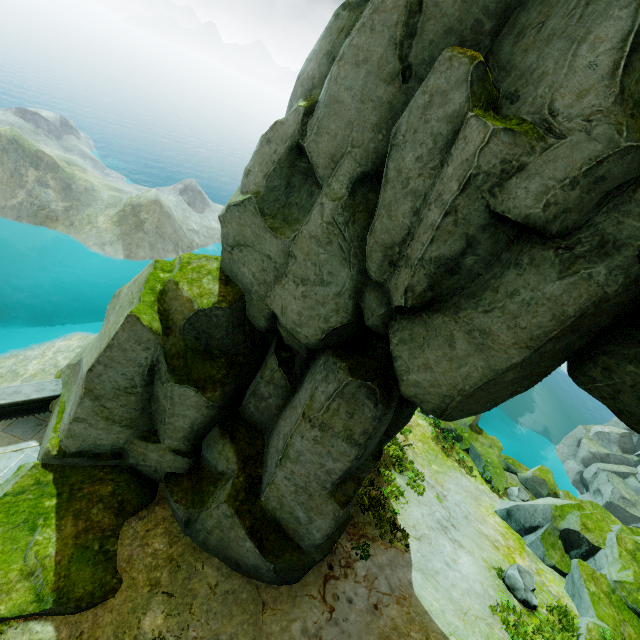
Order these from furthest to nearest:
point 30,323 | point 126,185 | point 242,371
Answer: point 126,185 → point 30,323 → point 242,371

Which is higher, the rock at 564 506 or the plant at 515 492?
the rock at 564 506

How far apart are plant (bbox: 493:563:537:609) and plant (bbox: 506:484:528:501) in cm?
982

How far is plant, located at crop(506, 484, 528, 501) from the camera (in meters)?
20.02

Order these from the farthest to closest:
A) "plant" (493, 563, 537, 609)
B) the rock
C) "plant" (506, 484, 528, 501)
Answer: "plant" (506, 484, 528, 501) < "plant" (493, 563, 537, 609) < the rock

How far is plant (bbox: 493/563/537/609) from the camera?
10.6 meters

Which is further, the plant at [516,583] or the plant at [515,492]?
the plant at [515,492]

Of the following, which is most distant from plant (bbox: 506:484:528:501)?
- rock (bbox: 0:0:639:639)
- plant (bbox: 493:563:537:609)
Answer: plant (bbox: 493:563:537:609)
